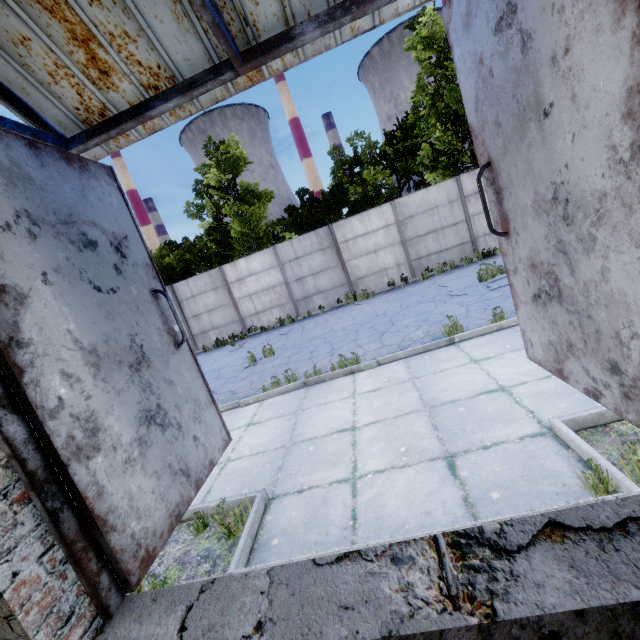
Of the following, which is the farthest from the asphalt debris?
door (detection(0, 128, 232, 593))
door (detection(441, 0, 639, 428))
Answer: door (detection(0, 128, 232, 593))

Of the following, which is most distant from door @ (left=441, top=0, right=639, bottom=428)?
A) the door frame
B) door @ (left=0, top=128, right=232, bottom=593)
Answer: door @ (left=0, top=128, right=232, bottom=593)

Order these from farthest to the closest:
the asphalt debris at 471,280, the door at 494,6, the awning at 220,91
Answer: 1. the asphalt debris at 471,280
2. the awning at 220,91
3. the door at 494,6

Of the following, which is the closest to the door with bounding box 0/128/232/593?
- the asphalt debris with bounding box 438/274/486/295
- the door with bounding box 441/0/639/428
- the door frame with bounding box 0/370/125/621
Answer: the door frame with bounding box 0/370/125/621

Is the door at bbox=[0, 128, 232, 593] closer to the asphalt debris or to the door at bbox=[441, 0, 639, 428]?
the door at bbox=[441, 0, 639, 428]

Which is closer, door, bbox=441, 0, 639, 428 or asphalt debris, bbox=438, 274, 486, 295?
door, bbox=441, 0, 639, 428

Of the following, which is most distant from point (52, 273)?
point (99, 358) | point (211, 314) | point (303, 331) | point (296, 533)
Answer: point (211, 314)

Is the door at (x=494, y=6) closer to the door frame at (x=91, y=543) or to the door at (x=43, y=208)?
the door frame at (x=91, y=543)
